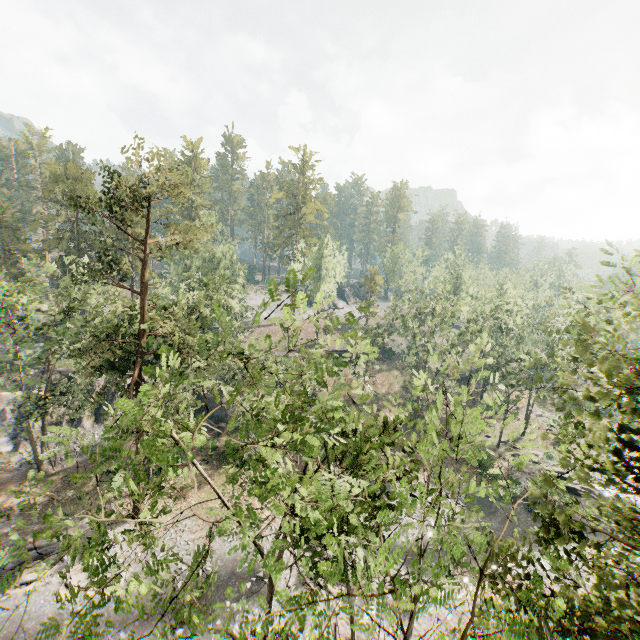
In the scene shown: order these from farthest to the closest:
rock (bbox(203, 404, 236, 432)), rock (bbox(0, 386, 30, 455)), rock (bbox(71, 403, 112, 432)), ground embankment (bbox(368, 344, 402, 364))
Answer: ground embankment (bbox(368, 344, 402, 364)) → rock (bbox(203, 404, 236, 432)) → rock (bbox(71, 403, 112, 432)) → rock (bbox(0, 386, 30, 455))

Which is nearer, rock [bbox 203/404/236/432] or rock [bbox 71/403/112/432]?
rock [bbox 71/403/112/432]

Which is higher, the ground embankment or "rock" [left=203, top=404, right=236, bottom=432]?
the ground embankment

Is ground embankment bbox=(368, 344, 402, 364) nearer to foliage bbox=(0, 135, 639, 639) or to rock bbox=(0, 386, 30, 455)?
foliage bbox=(0, 135, 639, 639)

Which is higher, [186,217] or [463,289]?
[186,217]

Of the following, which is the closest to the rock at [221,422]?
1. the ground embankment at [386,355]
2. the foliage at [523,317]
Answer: the foliage at [523,317]

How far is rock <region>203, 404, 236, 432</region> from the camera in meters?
36.3

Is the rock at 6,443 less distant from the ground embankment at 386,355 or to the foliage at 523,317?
the foliage at 523,317
